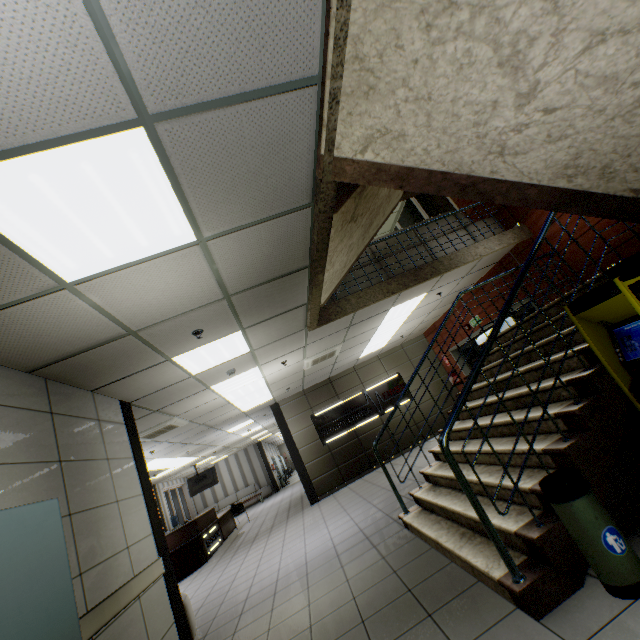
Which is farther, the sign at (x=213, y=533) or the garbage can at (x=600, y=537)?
the sign at (x=213, y=533)

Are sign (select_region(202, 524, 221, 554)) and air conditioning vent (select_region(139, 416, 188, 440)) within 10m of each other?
yes

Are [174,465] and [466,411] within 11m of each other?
no

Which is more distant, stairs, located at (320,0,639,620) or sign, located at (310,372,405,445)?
sign, located at (310,372,405,445)

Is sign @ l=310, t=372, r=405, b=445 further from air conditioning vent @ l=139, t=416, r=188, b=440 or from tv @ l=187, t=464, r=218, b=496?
tv @ l=187, t=464, r=218, b=496

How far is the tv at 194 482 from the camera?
15.4 meters

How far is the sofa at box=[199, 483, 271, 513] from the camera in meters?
19.5 m

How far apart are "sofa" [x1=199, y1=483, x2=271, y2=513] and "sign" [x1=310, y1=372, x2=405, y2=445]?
11.9 meters
